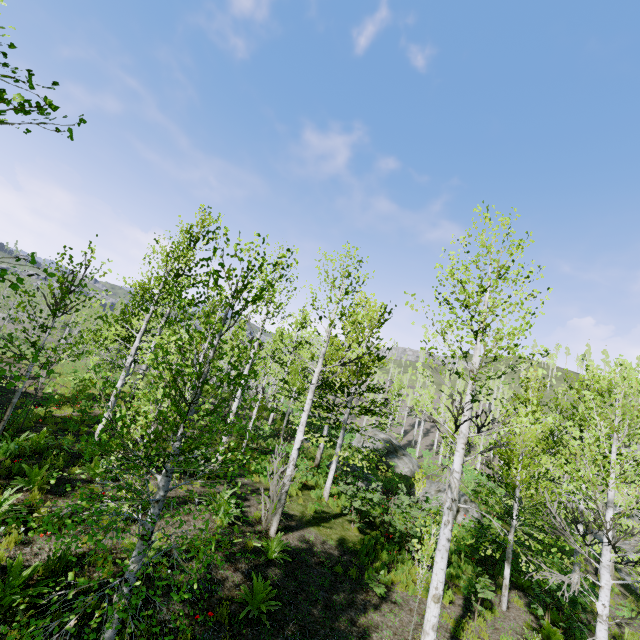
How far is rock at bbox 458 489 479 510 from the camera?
18.30m

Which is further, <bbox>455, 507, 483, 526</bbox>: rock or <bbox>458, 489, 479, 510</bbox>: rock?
<bbox>458, 489, 479, 510</bbox>: rock

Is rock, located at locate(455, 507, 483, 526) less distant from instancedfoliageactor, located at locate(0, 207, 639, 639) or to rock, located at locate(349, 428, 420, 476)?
instancedfoliageactor, located at locate(0, 207, 639, 639)

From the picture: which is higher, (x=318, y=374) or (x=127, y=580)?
(x=318, y=374)

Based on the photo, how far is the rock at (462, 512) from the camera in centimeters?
1745cm

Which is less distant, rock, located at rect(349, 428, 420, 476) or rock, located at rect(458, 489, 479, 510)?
rock, located at rect(458, 489, 479, 510)

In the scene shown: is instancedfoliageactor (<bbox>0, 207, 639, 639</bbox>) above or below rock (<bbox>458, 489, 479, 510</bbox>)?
below

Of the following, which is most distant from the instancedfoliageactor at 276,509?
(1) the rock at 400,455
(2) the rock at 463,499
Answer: (1) the rock at 400,455
